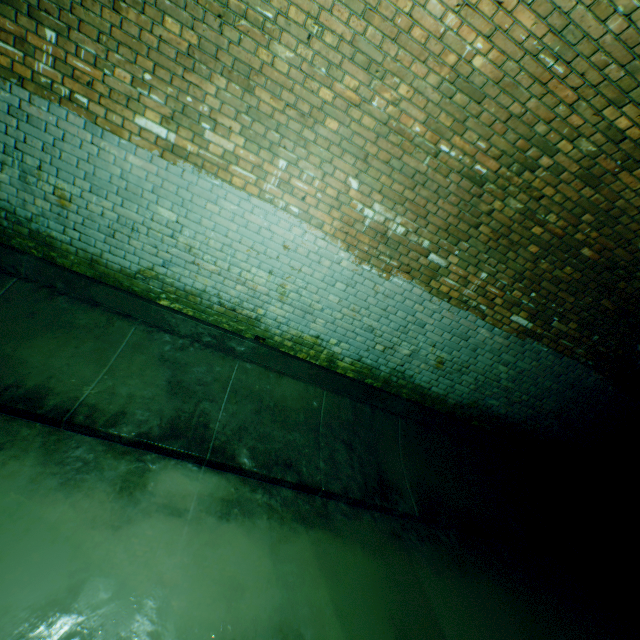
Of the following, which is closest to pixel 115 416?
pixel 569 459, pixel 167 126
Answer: pixel 167 126
